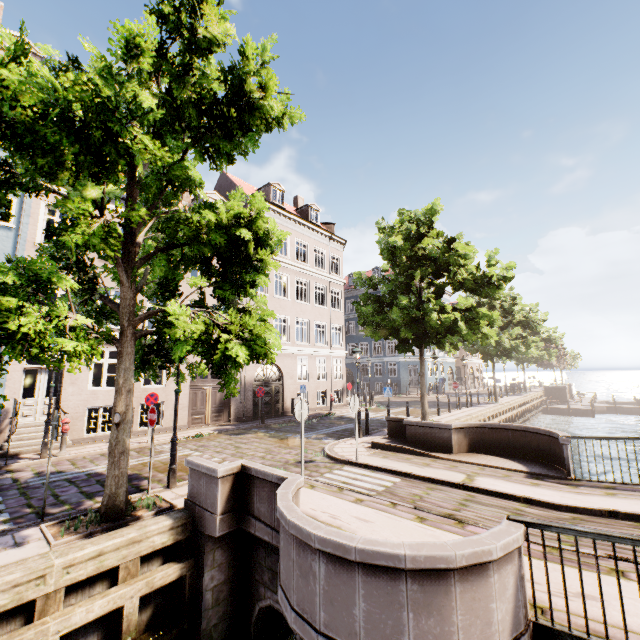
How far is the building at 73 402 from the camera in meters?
12.5 m

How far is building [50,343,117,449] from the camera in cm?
1249

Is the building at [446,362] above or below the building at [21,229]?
below

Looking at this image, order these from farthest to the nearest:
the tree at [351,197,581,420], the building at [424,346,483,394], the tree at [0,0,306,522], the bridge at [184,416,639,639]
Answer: the building at [424,346,483,394] → the tree at [351,197,581,420] → the tree at [0,0,306,522] → the bridge at [184,416,639,639]

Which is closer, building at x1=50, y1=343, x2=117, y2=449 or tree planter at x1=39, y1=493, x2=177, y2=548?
tree planter at x1=39, y1=493, x2=177, y2=548

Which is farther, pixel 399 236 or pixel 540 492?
pixel 399 236

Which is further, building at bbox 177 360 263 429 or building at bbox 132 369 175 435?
building at bbox 177 360 263 429
